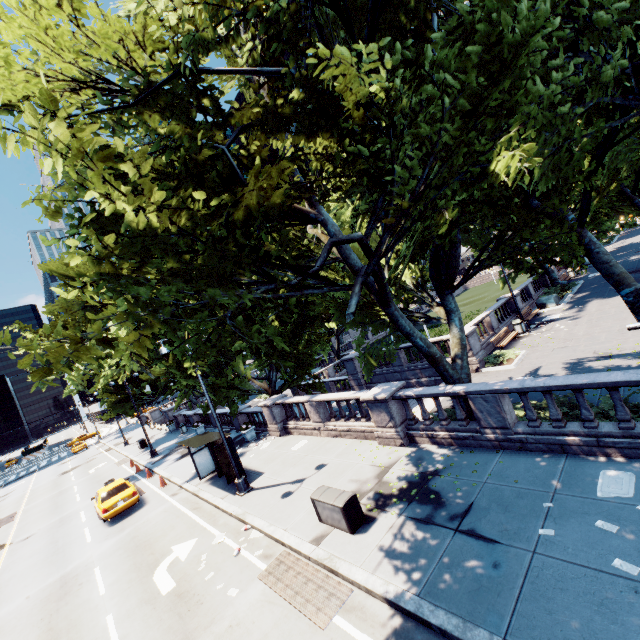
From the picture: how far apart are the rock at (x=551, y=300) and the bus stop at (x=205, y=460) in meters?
25.6

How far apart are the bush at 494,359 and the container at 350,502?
11.9 meters

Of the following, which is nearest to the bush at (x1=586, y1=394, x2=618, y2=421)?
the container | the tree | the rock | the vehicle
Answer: the tree

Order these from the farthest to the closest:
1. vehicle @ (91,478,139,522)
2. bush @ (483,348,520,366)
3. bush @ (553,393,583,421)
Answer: bush @ (483,348,520,366), vehicle @ (91,478,139,522), bush @ (553,393,583,421)

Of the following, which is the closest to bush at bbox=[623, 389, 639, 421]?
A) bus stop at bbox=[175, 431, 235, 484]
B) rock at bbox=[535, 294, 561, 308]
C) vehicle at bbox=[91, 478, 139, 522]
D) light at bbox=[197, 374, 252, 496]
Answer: light at bbox=[197, 374, 252, 496]

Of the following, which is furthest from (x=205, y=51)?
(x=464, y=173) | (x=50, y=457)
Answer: (x=50, y=457)

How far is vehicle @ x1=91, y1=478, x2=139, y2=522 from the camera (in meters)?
16.72

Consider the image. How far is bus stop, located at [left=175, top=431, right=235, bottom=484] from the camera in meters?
15.1 m
